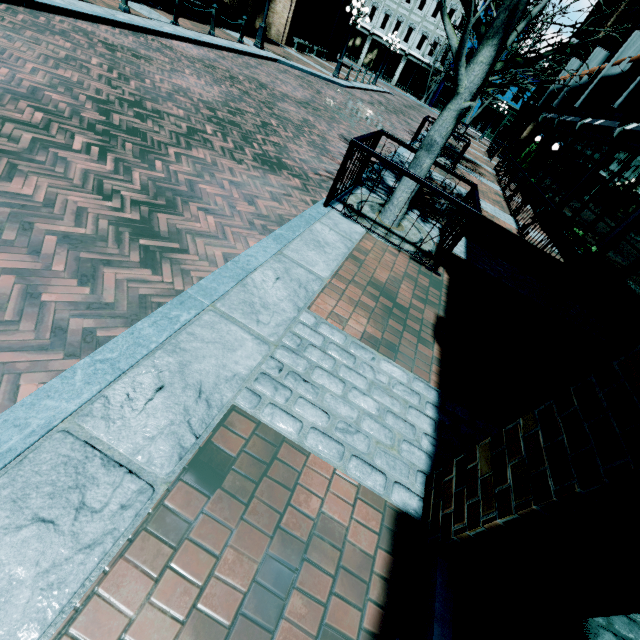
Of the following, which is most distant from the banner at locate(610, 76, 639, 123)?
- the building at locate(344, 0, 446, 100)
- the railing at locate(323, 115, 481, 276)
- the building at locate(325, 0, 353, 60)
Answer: the building at locate(344, 0, 446, 100)

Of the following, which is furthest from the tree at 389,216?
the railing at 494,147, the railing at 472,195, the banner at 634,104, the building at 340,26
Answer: the railing at 494,147

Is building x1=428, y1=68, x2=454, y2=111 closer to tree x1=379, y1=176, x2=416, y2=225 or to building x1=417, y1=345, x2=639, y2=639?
building x1=417, y1=345, x2=639, y2=639

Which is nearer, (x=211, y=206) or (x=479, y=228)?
(x=211, y=206)

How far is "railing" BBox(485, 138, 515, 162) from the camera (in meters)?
20.79

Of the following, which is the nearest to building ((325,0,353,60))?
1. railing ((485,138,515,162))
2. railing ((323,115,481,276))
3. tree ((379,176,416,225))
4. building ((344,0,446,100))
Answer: railing ((485,138,515,162))

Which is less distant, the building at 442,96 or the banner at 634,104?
the banner at 634,104

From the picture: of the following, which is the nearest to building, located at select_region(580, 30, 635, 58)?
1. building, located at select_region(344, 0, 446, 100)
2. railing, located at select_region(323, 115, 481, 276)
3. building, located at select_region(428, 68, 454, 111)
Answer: railing, located at select_region(323, 115, 481, 276)
